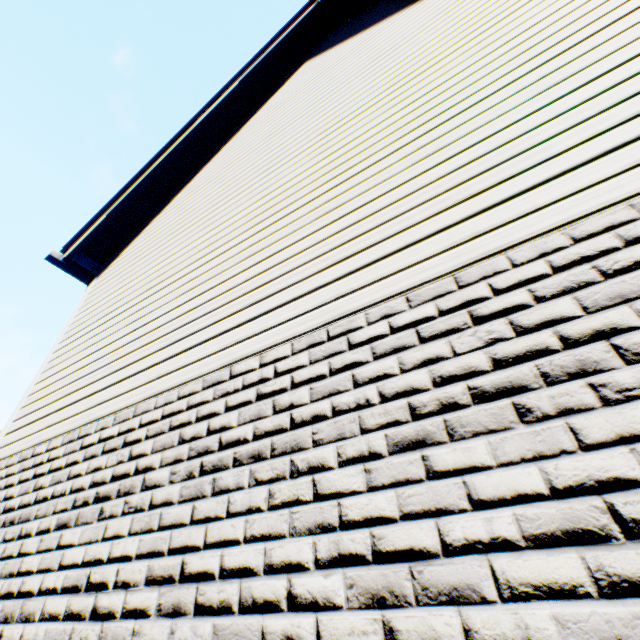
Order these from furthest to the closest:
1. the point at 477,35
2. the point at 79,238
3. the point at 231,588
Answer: the point at 79,238 < the point at 477,35 < the point at 231,588
